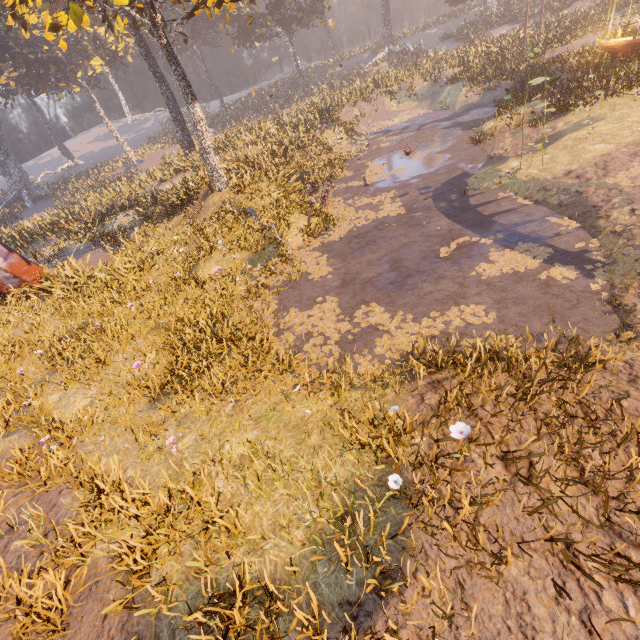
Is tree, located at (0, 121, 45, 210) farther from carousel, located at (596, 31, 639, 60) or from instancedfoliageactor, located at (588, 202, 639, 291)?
carousel, located at (596, 31, 639, 60)

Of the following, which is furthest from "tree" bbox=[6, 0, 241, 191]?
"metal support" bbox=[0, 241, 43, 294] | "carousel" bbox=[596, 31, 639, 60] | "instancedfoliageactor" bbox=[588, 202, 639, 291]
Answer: "carousel" bbox=[596, 31, 639, 60]

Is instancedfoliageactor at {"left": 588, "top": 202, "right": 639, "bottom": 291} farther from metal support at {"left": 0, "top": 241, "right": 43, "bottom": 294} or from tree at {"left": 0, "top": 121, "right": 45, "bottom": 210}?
metal support at {"left": 0, "top": 241, "right": 43, "bottom": 294}

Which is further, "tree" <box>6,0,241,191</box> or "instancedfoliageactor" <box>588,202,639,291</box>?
"tree" <box>6,0,241,191</box>

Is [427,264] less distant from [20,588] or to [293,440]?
[293,440]

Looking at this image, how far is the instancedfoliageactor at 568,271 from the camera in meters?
6.3

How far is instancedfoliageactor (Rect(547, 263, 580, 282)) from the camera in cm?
631

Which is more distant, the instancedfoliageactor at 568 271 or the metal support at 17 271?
the metal support at 17 271
